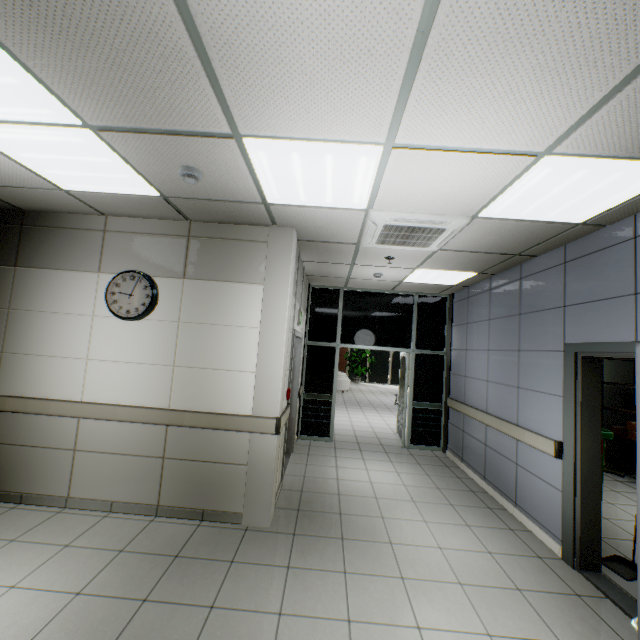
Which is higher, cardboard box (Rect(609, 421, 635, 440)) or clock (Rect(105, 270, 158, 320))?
clock (Rect(105, 270, 158, 320))

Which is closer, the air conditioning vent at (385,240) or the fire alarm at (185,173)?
the fire alarm at (185,173)

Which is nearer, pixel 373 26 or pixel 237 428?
pixel 373 26

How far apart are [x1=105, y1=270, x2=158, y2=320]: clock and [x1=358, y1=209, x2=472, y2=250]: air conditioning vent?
2.4m

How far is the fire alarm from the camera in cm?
253

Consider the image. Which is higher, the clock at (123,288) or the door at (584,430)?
the clock at (123,288)

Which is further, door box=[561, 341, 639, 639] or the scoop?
the scoop

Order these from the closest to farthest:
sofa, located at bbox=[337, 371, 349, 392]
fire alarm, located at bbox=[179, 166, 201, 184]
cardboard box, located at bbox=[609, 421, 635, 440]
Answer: fire alarm, located at bbox=[179, 166, 201, 184]
cardboard box, located at bbox=[609, 421, 635, 440]
sofa, located at bbox=[337, 371, 349, 392]
